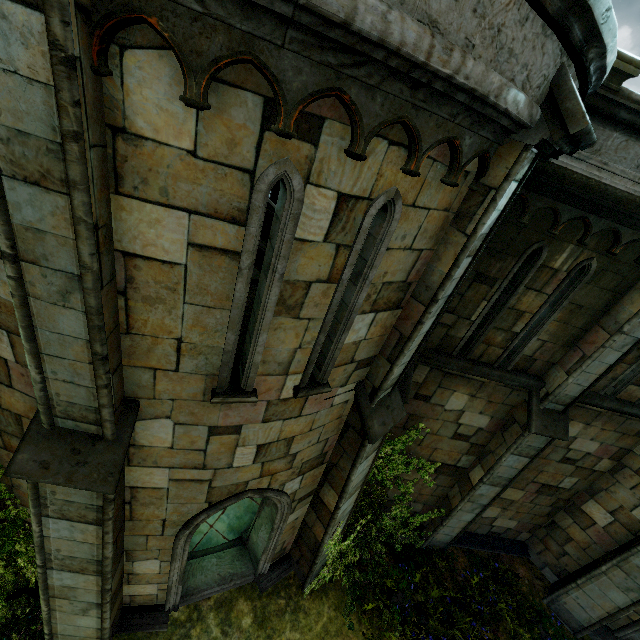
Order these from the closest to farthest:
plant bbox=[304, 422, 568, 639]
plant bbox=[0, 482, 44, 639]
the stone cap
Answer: the stone cap
plant bbox=[0, 482, 44, 639]
plant bbox=[304, 422, 568, 639]

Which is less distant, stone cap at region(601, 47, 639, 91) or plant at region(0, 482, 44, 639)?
stone cap at region(601, 47, 639, 91)

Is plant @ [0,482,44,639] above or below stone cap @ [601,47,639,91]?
below

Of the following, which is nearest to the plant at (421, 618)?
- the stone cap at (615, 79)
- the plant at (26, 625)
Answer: the plant at (26, 625)

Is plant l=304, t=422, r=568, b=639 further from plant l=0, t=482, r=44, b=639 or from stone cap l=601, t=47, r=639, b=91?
stone cap l=601, t=47, r=639, b=91

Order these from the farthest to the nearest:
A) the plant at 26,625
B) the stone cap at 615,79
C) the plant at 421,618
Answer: the plant at 421,618, the plant at 26,625, the stone cap at 615,79

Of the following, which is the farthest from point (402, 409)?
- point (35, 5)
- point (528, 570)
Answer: point (528, 570)
